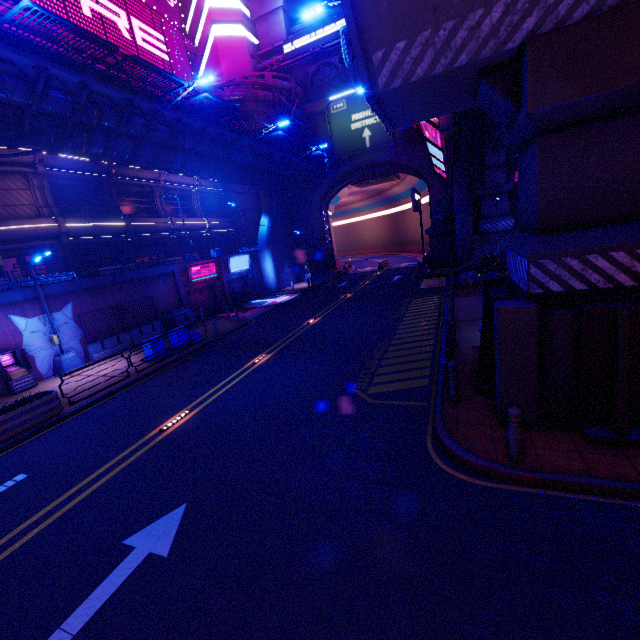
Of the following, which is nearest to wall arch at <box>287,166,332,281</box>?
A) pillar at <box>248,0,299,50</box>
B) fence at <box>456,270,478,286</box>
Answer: pillar at <box>248,0,299,50</box>

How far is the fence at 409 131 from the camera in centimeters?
2705cm

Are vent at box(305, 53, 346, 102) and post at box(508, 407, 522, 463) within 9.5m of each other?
no

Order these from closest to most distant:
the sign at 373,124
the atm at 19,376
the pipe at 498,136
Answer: the atm at 19,376, the pipe at 498,136, the sign at 373,124

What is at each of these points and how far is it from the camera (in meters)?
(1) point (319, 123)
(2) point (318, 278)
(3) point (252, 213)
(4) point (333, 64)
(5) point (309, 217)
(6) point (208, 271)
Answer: (1) wall arch, 34.44
(2) fence, 35.34
(3) building, 38.66
(4) vent, 34.50
(5) wall arch, 37.78
(6) sign, 27.58

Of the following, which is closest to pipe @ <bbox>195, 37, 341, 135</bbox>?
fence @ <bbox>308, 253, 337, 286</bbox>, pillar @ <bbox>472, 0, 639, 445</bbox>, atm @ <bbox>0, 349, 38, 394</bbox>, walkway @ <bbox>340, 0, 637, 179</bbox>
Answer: walkway @ <bbox>340, 0, 637, 179</bbox>

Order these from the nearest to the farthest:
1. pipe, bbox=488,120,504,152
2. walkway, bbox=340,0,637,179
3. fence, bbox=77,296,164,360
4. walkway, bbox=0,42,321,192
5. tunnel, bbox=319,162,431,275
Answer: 1. walkway, bbox=340,0,637,179
2. walkway, bbox=0,42,321,192
3. fence, bbox=77,296,164,360
4. pipe, bbox=488,120,504,152
5. tunnel, bbox=319,162,431,275

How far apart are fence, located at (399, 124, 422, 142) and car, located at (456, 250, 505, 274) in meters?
12.6
